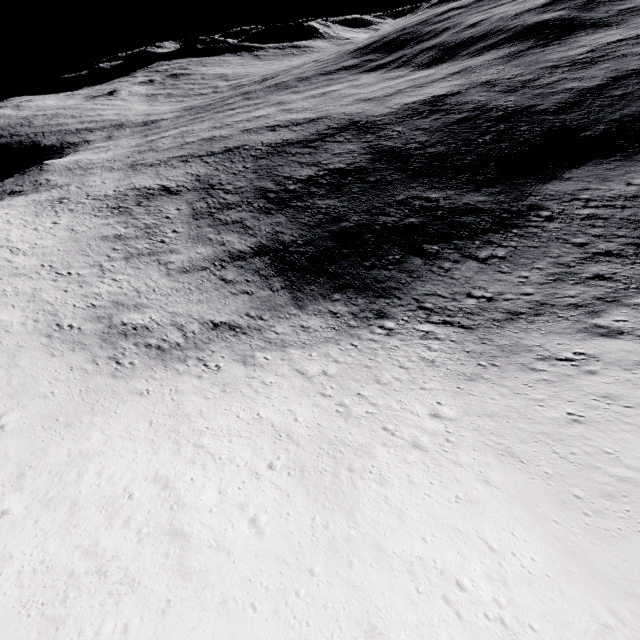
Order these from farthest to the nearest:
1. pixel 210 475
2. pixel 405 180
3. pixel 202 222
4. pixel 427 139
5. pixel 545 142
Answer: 1. pixel 427 139
2. pixel 202 222
3. pixel 405 180
4. pixel 545 142
5. pixel 210 475
